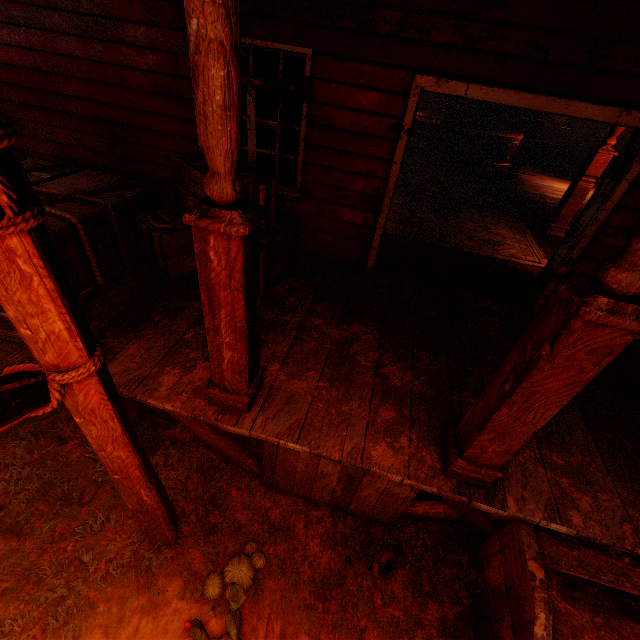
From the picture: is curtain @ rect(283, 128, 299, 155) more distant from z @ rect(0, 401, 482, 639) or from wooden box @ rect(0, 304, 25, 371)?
z @ rect(0, 401, 482, 639)

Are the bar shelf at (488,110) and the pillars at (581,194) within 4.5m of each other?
no

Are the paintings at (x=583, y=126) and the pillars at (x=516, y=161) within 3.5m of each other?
yes

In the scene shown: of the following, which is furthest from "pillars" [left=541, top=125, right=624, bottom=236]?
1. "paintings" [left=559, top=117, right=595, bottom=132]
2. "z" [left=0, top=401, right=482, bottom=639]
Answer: "paintings" [left=559, top=117, right=595, bottom=132]

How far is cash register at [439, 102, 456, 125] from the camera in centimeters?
1073cm

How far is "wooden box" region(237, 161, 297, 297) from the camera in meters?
3.5

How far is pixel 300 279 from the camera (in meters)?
4.31

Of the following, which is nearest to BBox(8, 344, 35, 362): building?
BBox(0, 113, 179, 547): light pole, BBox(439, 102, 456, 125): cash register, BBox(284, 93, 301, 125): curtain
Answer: BBox(284, 93, 301, 125): curtain
